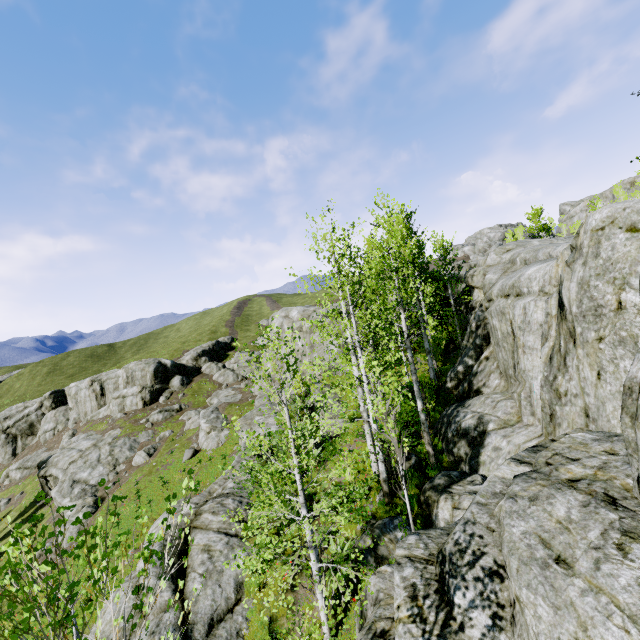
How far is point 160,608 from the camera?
9.37m

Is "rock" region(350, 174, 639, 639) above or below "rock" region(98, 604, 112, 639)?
above

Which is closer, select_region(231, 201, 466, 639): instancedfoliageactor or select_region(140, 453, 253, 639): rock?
select_region(231, 201, 466, 639): instancedfoliageactor

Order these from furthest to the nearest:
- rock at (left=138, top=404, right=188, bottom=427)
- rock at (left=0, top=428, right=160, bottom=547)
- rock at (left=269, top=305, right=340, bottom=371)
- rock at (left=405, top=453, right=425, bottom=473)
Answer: rock at (left=138, top=404, right=188, bottom=427) < rock at (left=0, top=428, right=160, bottom=547) < rock at (left=269, top=305, right=340, bottom=371) < rock at (left=405, top=453, right=425, bottom=473)

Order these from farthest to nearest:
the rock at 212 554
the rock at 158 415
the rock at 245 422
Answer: the rock at 158 415, the rock at 245 422, the rock at 212 554

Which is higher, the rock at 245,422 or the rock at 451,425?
the rock at 451,425

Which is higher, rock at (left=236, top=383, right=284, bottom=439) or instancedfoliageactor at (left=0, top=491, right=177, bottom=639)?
instancedfoliageactor at (left=0, top=491, right=177, bottom=639)
